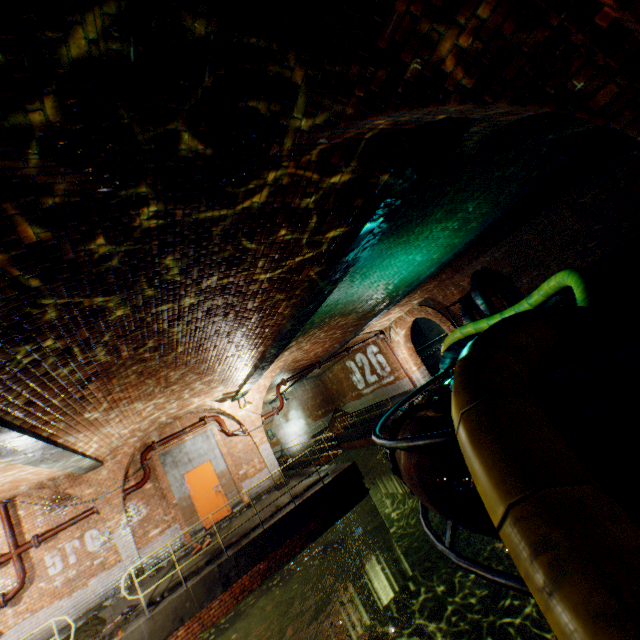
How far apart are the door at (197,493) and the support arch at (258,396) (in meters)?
1.64

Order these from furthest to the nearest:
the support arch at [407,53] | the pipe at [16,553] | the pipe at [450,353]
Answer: the pipe at [450,353]
the pipe at [16,553]
the support arch at [407,53]

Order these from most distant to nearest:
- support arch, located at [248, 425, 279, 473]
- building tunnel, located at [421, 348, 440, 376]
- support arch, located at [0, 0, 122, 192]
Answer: building tunnel, located at [421, 348, 440, 376]
support arch, located at [248, 425, 279, 473]
support arch, located at [0, 0, 122, 192]

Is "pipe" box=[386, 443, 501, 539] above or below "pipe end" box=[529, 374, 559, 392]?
below

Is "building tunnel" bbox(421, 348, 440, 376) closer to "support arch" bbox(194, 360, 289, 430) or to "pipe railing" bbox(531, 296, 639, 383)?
"pipe railing" bbox(531, 296, 639, 383)

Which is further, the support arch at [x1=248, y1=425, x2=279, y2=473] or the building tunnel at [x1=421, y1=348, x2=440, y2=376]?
the building tunnel at [x1=421, y1=348, x2=440, y2=376]

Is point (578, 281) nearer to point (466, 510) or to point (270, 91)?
point (466, 510)

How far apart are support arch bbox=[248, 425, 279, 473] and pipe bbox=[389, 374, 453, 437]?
8.6 meters
